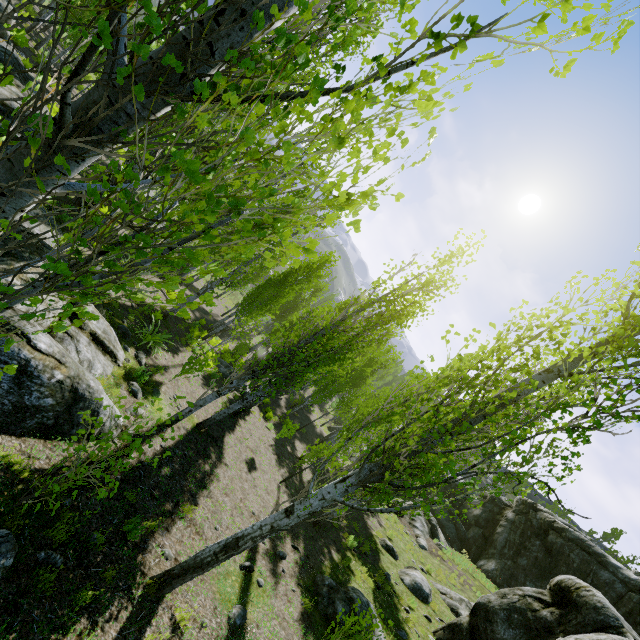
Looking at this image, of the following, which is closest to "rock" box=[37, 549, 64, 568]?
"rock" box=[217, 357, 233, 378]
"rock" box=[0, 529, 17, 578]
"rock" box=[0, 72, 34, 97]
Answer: "rock" box=[0, 72, 34, 97]

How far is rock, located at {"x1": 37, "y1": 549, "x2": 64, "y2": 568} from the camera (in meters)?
4.39

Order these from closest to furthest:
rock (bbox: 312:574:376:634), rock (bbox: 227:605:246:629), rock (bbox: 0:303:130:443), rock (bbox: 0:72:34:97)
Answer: rock (bbox: 0:303:130:443) → rock (bbox: 227:605:246:629) → rock (bbox: 312:574:376:634) → rock (bbox: 0:72:34:97)

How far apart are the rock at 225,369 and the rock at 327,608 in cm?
1158

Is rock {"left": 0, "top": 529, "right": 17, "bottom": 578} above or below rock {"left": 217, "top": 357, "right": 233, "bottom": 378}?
above

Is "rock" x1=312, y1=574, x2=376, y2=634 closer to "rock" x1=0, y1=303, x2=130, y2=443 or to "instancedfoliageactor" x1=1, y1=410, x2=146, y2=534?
"instancedfoliageactor" x1=1, y1=410, x2=146, y2=534

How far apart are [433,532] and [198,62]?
30.60m

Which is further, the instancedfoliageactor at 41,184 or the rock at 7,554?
the rock at 7,554
